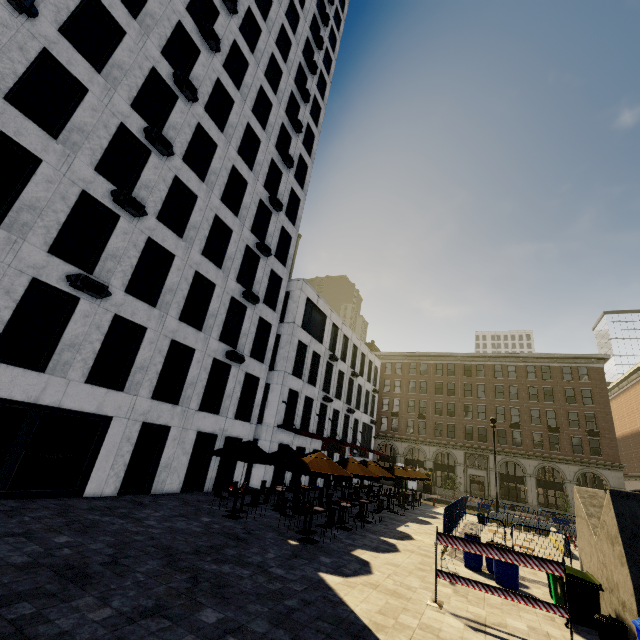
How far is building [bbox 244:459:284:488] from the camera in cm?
2152

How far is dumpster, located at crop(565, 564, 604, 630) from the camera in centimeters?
758cm

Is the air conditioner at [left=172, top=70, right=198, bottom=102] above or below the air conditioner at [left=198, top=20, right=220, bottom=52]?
A: below

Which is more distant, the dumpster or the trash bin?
the dumpster

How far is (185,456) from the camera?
16.4m

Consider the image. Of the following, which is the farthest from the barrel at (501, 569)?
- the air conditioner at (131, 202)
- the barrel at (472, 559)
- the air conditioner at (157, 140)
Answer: the air conditioner at (157, 140)

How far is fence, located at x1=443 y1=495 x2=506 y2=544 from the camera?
12.78m

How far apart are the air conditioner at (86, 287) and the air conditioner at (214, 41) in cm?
1557
